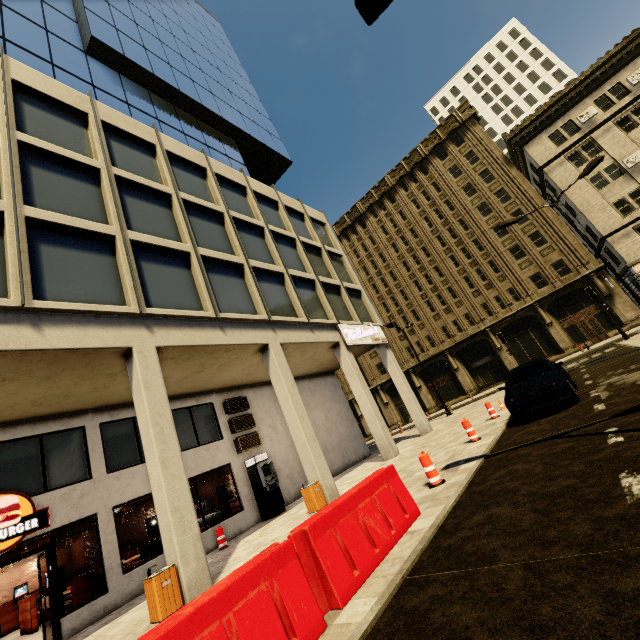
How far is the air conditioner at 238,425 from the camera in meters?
14.7 m

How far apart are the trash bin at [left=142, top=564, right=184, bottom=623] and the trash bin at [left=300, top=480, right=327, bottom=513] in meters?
4.5

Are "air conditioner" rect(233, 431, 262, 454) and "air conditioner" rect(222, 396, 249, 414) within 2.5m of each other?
yes

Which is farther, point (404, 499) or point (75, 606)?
point (75, 606)

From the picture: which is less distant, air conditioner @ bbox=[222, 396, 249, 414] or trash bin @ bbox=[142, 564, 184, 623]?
trash bin @ bbox=[142, 564, 184, 623]

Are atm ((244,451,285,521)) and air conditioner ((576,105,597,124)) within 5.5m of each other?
no

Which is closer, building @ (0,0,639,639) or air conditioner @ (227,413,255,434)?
building @ (0,0,639,639)

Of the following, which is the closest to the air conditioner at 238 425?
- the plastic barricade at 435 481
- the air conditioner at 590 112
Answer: the plastic barricade at 435 481
